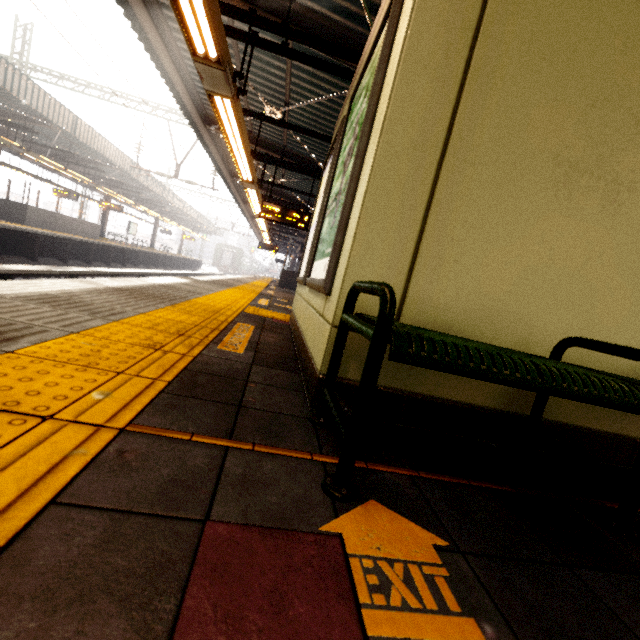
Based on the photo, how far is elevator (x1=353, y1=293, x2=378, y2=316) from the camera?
1.7 meters

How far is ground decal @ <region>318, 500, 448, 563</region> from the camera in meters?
0.9

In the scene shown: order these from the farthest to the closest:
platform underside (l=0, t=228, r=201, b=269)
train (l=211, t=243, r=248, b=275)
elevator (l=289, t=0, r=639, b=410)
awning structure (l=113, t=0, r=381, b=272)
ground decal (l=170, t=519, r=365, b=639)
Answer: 1. train (l=211, t=243, r=248, b=275)
2. platform underside (l=0, t=228, r=201, b=269)
3. awning structure (l=113, t=0, r=381, b=272)
4. elevator (l=289, t=0, r=639, b=410)
5. ground decal (l=170, t=519, r=365, b=639)

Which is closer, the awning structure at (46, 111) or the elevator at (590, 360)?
the elevator at (590, 360)

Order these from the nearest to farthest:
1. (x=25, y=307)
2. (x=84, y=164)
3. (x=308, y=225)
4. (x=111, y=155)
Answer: (x=25, y=307) < (x=308, y=225) < (x=111, y=155) < (x=84, y=164)

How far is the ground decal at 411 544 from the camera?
0.86m

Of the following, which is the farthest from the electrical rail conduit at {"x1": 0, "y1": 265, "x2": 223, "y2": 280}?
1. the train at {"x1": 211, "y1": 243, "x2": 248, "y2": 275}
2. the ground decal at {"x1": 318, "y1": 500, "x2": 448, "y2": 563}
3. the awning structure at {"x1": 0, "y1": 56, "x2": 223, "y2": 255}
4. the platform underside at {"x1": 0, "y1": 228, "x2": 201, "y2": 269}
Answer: the train at {"x1": 211, "y1": 243, "x2": 248, "y2": 275}
